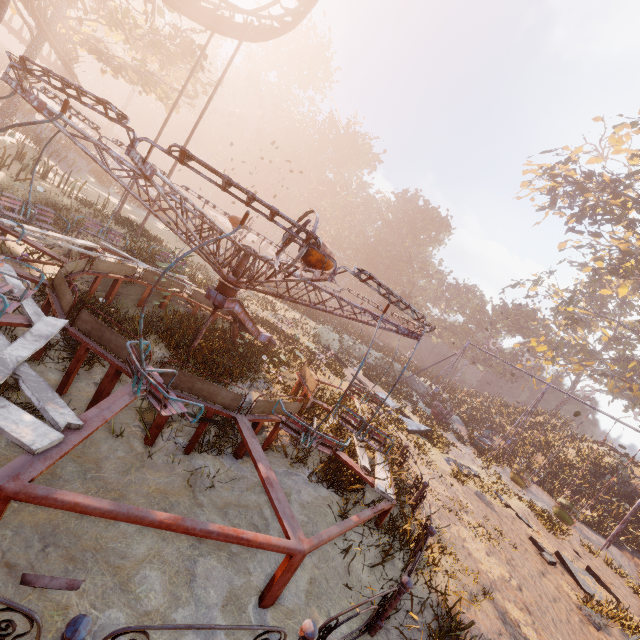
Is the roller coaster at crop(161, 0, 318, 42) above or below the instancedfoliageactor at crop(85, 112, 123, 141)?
above

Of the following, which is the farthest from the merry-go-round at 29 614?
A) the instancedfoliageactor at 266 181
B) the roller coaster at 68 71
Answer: the instancedfoliageactor at 266 181

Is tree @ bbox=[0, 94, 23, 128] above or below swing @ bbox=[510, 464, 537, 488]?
above

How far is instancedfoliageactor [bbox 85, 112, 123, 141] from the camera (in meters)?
44.08

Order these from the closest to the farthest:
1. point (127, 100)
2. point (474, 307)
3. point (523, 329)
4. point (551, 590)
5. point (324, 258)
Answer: point (324, 258) → point (551, 590) → point (127, 100) → point (523, 329) → point (474, 307)

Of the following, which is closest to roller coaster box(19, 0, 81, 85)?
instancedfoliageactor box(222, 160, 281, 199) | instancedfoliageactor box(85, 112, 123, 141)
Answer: instancedfoliageactor box(222, 160, 281, 199)

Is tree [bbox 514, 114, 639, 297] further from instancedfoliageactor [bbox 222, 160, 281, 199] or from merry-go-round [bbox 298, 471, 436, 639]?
merry-go-round [bbox 298, 471, 436, 639]

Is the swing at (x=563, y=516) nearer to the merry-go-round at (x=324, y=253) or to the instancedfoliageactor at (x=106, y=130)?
the merry-go-round at (x=324, y=253)
